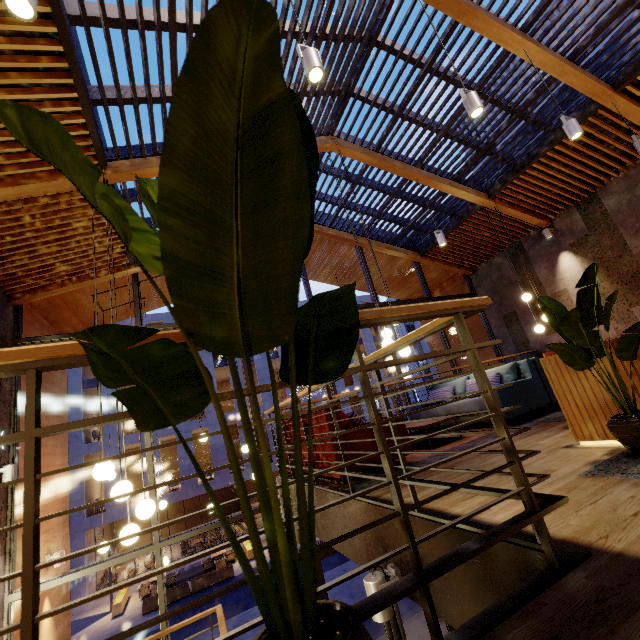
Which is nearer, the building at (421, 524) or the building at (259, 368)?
the building at (421, 524)

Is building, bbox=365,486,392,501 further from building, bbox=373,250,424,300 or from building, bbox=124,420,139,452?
building, bbox=124,420,139,452

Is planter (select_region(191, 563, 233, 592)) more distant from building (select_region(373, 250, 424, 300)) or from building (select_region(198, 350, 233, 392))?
building (select_region(373, 250, 424, 300))

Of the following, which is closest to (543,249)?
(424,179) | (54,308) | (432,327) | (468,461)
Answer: (424,179)

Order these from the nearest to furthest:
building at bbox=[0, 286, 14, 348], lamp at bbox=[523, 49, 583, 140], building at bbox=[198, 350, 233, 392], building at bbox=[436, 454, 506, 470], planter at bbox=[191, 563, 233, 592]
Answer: building at bbox=[436, 454, 506, 470] → lamp at bbox=[523, 49, 583, 140] → building at bbox=[0, 286, 14, 348] → planter at bbox=[191, 563, 233, 592] → building at bbox=[198, 350, 233, 392]

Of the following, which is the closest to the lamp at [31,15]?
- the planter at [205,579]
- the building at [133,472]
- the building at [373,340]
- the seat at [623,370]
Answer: the seat at [623,370]

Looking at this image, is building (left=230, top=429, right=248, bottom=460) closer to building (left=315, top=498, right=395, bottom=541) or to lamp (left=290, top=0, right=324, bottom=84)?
building (left=315, top=498, right=395, bottom=541)

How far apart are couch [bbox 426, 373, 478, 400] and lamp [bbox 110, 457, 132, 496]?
4.6 meters
